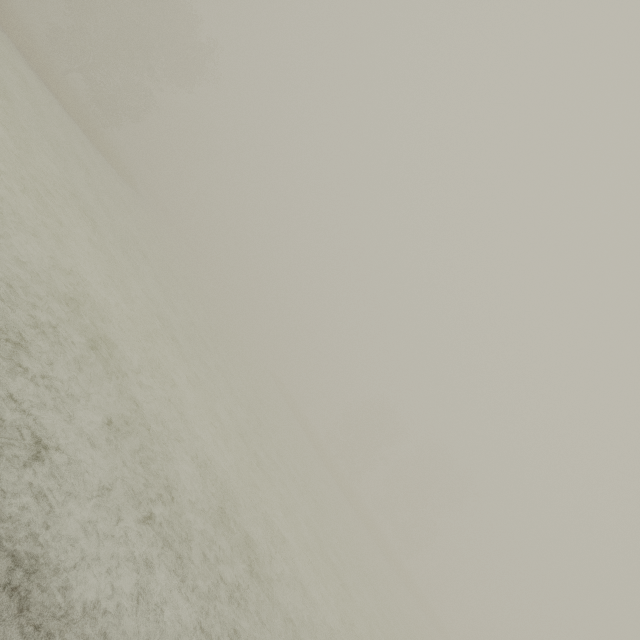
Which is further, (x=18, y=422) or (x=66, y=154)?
(x=66, y=154)
